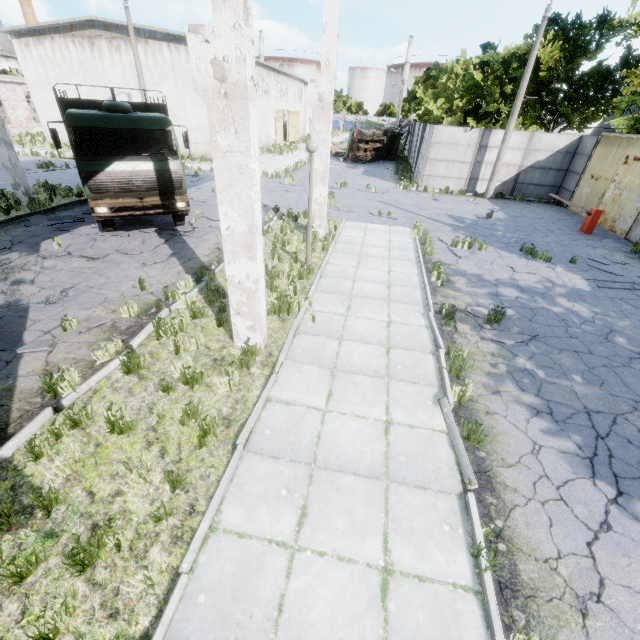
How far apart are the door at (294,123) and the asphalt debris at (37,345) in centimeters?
4712cm

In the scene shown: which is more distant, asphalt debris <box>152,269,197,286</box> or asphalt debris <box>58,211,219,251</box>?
asphalt debris <box>58,211,219,251</box>

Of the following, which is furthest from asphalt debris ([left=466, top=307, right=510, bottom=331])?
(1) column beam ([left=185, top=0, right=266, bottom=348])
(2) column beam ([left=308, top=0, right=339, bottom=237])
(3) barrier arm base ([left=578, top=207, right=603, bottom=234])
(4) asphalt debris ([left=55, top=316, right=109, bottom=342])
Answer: (3) barrier arm base ([left=578, top=207, right=603, bottom=234])

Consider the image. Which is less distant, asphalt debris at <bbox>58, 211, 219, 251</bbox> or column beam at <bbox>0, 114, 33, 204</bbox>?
asphalt debris at <bbox>58, 211, 219, 251</bbox>

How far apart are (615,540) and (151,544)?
5.4m

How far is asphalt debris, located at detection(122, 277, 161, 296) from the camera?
7.9 meters

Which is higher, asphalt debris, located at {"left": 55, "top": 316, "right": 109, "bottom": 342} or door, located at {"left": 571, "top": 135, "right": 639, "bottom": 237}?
door, located at {"left": 571, "top": 135, "right": 639, "bottom": 237}

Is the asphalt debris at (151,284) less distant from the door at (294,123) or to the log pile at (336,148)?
the log pile at (336,148)
